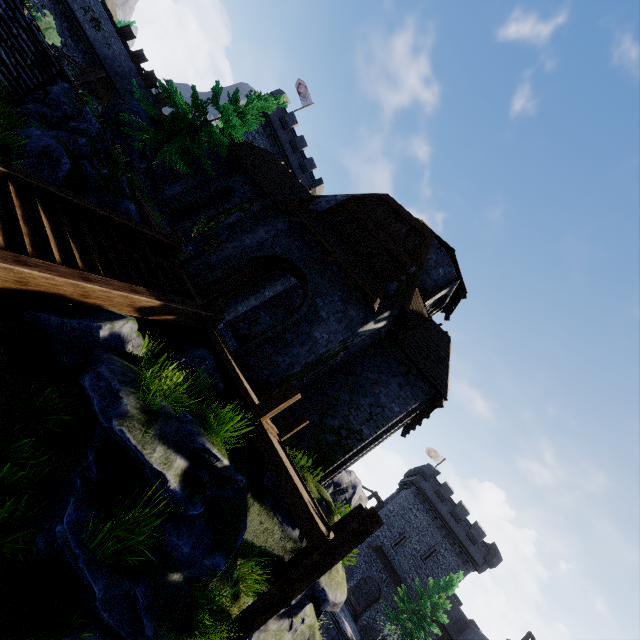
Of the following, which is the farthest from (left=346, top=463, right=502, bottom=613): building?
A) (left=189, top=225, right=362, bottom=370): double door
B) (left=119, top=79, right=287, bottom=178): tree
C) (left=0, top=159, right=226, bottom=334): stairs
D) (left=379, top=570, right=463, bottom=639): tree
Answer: (left=119, top=79, right=287, bottom=178): tree

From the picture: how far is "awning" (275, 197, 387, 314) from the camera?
10.9 meters

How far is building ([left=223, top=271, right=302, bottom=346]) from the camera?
15.3m

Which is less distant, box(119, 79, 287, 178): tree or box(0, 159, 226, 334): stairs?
box(0, 159, 226, 334): stairs

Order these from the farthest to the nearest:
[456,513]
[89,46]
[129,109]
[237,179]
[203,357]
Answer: [456,513]
[89,46]
[237,179]
[129,109]
[203,357]

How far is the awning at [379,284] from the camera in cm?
1094

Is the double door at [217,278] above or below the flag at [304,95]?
below

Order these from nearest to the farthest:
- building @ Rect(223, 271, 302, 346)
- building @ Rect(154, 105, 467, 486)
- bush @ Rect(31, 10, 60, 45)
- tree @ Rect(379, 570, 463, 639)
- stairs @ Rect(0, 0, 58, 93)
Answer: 1. stairs @ Rect(0, 0, 58, 93)
2. building @ Rect(154, 105, 467, 486)
3. building @ Rect(223, 271, 302, 346)
4. bush @ Rect(31, 10, 60, 45)
5. tree @ Rect(379, 570, 463, 639)
